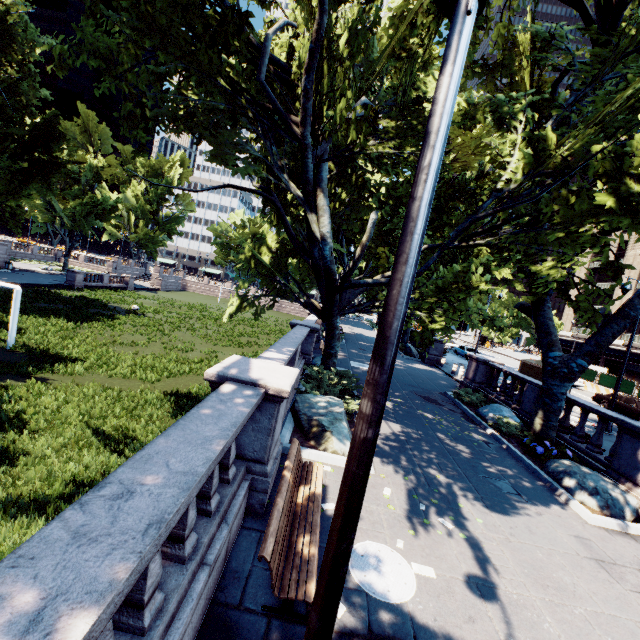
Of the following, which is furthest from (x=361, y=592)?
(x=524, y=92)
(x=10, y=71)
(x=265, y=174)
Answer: (x=10, y=71)

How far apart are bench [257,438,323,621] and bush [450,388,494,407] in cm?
1084

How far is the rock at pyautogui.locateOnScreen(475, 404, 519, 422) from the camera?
13.1 meters

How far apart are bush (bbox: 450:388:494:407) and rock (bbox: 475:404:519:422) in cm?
8

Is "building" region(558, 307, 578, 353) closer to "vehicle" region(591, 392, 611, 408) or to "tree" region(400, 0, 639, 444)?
"tree" region(400, 0, 639, 444)

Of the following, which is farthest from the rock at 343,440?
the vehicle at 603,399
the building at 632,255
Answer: the building at 632,255

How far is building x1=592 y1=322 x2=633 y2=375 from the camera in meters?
45.8

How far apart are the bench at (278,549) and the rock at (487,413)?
9.51m
